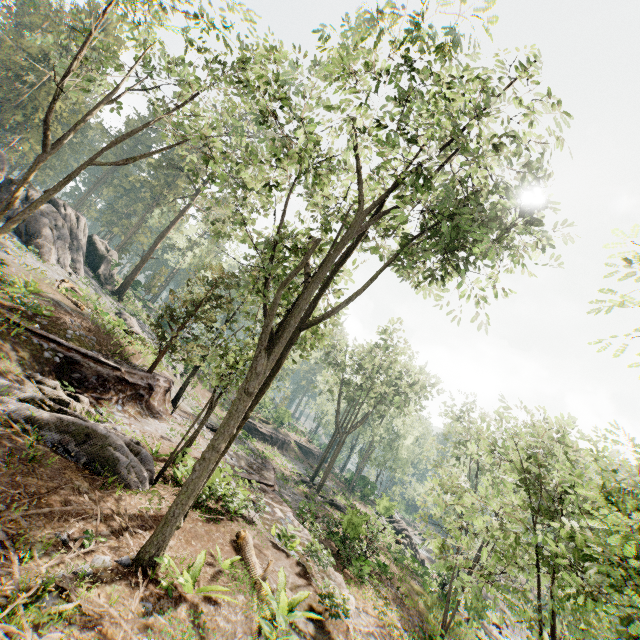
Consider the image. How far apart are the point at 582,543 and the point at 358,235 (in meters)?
9.36

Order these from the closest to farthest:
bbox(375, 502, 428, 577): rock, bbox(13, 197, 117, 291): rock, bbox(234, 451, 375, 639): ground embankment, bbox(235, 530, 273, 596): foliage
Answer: bbox(235, 530, 273, 596): foliage
bbox(234, 451, 375, 639): ground embankment
bbox(13, 197, 117, 291): rock
bbox(375, 502, 428, 577): rock

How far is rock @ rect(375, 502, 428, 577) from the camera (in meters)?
30.11

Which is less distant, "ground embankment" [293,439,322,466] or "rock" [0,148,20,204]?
"rock" [0,148,20,204]

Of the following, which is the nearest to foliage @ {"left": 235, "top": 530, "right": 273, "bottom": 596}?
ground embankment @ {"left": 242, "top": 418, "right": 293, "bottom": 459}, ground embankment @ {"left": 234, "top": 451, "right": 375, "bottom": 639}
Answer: ground embankment @ {"left": 234, "top": 451, "right": 375, "bottom": 639}

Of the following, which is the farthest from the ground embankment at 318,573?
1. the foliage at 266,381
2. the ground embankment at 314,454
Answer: the ground embankment at 314,454

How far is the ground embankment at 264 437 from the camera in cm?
4166
